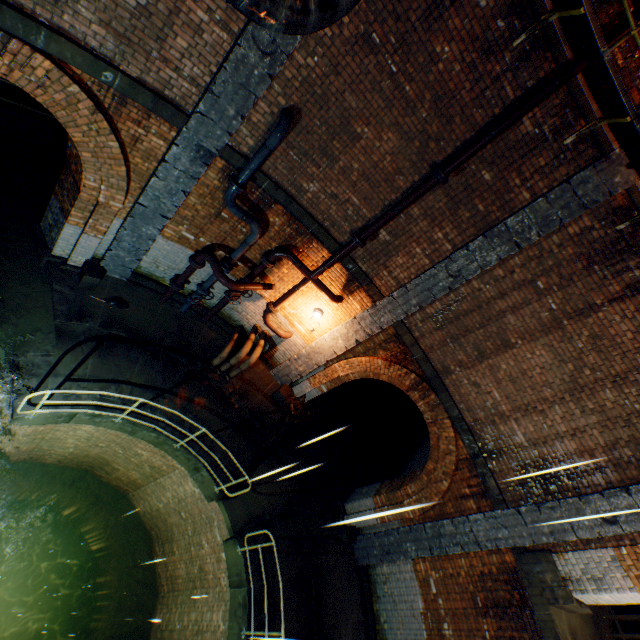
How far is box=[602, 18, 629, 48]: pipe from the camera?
4.5m

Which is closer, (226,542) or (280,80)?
(280,80)

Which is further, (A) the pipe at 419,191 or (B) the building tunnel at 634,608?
(B) the building tunnel at 634,608

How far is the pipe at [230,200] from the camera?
6.37m

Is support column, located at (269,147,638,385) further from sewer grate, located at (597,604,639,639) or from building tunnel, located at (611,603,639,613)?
sewer grate, located at (597,604,639,639)

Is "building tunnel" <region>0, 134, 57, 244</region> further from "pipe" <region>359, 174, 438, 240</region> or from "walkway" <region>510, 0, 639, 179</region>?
"pipe" <region>359, 174, 438, 240</region>

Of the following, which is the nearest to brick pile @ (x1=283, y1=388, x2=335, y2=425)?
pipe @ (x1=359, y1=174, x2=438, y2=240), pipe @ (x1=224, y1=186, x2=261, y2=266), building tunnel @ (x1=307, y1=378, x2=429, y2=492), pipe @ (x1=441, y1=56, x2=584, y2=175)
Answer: building tunnel @ (x1=307, y1=378, x2=429, y2=492)

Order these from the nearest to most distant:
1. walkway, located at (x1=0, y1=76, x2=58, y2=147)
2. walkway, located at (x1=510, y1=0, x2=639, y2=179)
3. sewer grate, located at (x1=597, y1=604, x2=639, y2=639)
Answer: walkway, located at (x1=510, y1=0, x2=639, y2=179) → sewer grate, located at (x1=597, y1=604, x2=639, y2=639) → walkway, located at (x1=0, y1=76, x2=58, y2=147)
